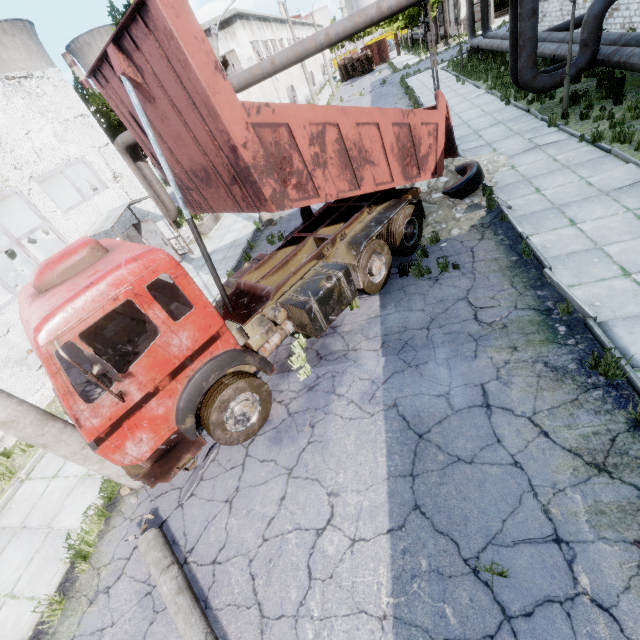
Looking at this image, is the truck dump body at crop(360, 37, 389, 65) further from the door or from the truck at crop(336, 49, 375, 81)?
the door

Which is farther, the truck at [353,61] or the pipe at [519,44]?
the truck at [353,61]

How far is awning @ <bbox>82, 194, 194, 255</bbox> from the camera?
11.6m

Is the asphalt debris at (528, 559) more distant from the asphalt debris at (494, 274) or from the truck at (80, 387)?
the truck at (80, 387)

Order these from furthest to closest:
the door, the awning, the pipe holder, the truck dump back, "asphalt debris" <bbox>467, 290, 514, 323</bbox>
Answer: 1. the pipe holder
2. the door
3. the awning
4. the truck dump back
5. "asphalt debris" <bbox>467, 290, 514, 323</bbox>

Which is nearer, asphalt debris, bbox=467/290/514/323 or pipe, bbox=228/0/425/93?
asphalt debris, bbox=467/290/514/323

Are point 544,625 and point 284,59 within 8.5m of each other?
no

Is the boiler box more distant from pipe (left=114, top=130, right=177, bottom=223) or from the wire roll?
the wire roll
